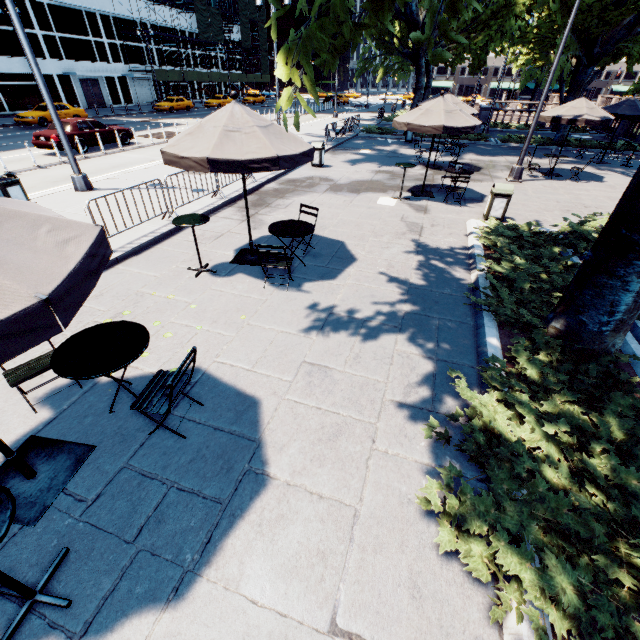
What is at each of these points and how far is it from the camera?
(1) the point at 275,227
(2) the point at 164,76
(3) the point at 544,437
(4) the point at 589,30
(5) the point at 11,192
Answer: (1) table, 6.5 meters
(2) scaffolding, 42.2 meters
(3) bush, 3.3 meters
(4) tree, 24.3 meters
(5) garbage can, 8.8 meters

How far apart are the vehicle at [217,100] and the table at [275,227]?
46.6m

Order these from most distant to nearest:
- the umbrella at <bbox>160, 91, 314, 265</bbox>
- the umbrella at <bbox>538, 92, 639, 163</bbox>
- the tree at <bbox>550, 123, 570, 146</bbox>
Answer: the tree at <bbox>550, 123, 570, 146</bbox>
the umbrella at <bbox>538, 92, 639, 163</bbox>
the umbrella at <bbox>160, 91, 314, 265</bbox>

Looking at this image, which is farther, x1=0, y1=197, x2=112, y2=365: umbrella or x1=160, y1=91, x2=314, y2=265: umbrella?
x1=160, y1=91, x2=314, y2=265: umbrella

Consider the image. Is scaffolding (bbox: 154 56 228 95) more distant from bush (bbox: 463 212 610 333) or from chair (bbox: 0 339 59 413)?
chair (bbox: 0 339 59 413)

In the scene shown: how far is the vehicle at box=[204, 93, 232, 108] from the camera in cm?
4288

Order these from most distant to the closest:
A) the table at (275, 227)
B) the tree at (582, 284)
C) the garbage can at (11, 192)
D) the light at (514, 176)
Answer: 1. the light at (514, 176)
2. the garbage can at (11, 192)
3. the table at (275, 227)
4. the tree at (582, 284)

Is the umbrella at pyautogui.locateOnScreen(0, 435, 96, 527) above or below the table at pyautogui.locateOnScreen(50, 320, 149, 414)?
below
